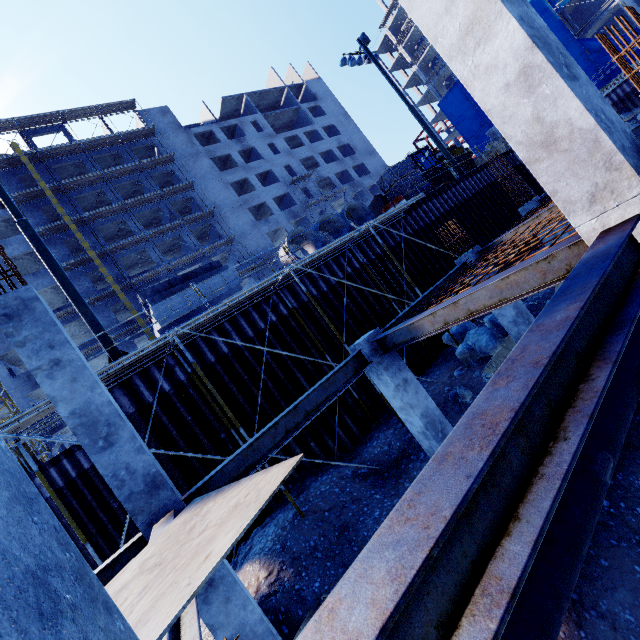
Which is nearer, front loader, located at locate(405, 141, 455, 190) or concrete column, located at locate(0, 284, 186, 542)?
concrete column, located at locate(0, 284, 186, 542)

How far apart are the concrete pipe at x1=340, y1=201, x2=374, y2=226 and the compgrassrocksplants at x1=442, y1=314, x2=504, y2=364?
5.7m

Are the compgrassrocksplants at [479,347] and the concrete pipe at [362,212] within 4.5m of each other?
no

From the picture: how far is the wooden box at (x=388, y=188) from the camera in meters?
17.8

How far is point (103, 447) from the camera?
4.73m

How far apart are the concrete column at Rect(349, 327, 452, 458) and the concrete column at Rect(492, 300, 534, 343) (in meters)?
4.36

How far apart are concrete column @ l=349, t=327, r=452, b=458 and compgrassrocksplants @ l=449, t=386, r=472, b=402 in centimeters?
214cm

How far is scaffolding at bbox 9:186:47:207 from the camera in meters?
29.4 m
